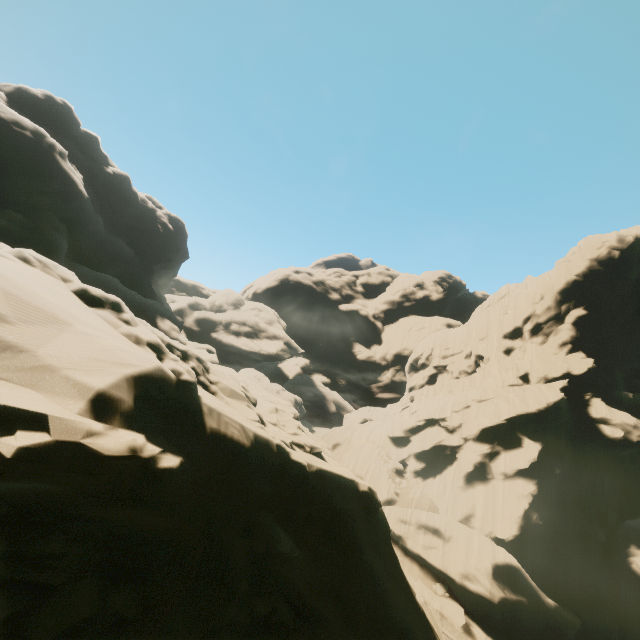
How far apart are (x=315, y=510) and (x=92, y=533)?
8.3m
